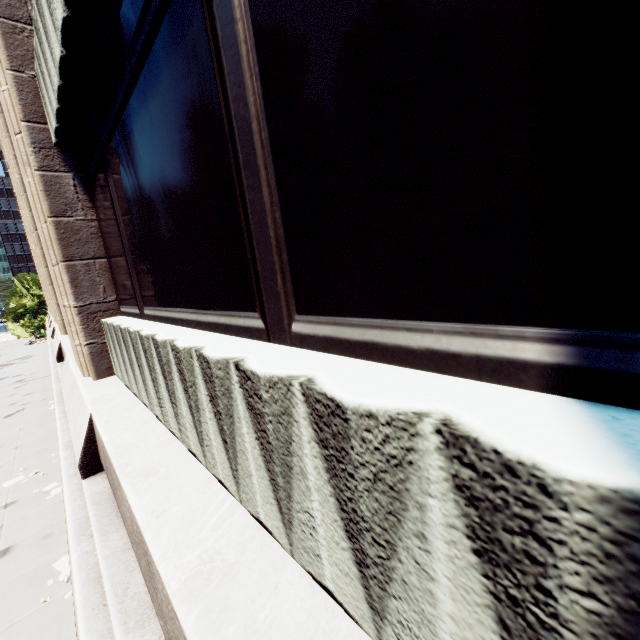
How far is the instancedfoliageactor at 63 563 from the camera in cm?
891

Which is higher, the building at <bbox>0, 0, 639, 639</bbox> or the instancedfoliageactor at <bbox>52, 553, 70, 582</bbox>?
the building at <bbox>0, 0, 639, 639</bbox>

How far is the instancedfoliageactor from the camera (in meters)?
8.91

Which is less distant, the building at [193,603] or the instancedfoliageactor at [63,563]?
the building at [193,603]

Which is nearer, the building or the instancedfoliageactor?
the building

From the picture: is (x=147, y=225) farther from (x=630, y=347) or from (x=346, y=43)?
(x=630, y=347)
